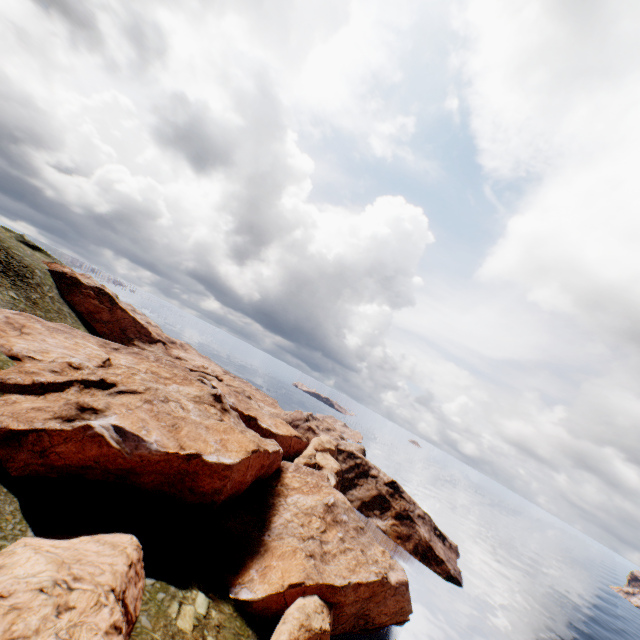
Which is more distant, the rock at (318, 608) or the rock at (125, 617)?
the rock at (318, 608)

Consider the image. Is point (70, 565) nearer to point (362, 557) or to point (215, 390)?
point (362, 557)

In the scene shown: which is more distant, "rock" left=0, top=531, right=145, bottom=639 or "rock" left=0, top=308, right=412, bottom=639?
"rock" left=0, top=308, right=412, bottom=639
